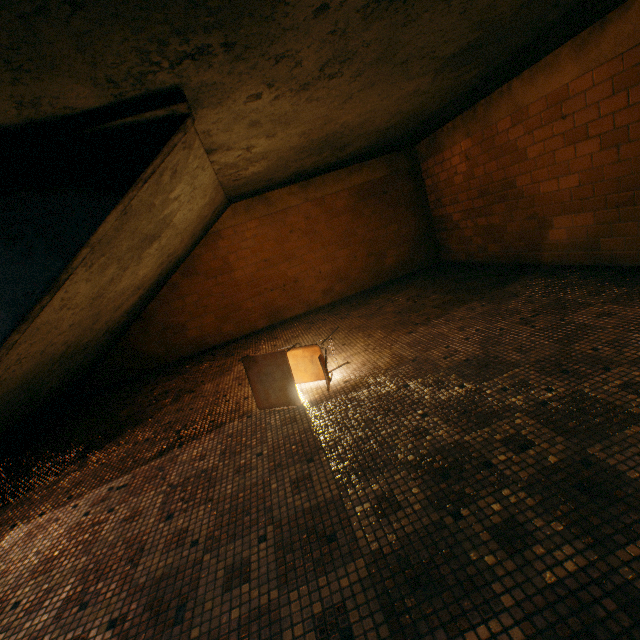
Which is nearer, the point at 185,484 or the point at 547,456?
the point at 547,456

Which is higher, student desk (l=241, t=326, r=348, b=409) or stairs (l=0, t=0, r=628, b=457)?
stairs (l=0, t=0, r=628, b=457)

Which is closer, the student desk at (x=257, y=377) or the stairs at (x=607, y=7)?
the stairs at (x=607, y=7)

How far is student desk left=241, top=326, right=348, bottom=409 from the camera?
2.9m

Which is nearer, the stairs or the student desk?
the stairs

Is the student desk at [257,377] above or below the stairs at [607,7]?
below
